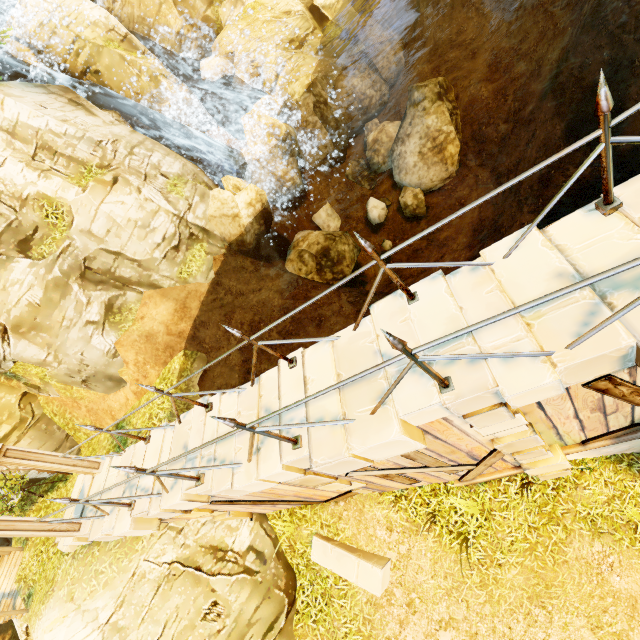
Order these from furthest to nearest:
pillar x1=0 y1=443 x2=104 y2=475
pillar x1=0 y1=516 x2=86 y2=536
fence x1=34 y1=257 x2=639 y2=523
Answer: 1. pillar x1=0 y1=443 x2=104 y2=475
2. pillar x1=0 y1=516 x2=86 y2=536
3. fence x1=34 y1=257 x2=639 y2=523

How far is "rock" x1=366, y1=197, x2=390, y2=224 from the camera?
15.2m

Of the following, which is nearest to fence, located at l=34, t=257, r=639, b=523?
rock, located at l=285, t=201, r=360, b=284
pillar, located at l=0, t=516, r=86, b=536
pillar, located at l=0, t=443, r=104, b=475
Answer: pillar, located at l=0, t=516, r=86, b=536

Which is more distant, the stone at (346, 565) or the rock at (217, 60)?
the rock at (217, 60)

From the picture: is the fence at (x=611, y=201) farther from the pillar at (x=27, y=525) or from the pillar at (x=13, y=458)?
the pillar at (x=27, y=525)

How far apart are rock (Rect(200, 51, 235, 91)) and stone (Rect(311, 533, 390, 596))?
21.6m

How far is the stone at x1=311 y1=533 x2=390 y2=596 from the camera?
6.52m

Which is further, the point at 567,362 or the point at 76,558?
the point at 76,558
